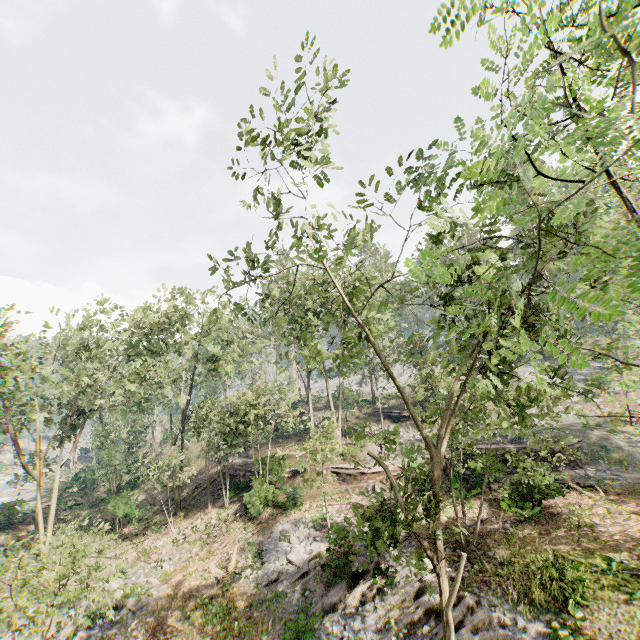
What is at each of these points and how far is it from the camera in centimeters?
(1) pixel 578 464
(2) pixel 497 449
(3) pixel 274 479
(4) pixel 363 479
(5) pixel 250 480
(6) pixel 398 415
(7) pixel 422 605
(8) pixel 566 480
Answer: (1) ground embankment, 2322cm
(2) ground embankment, 2053cm
(3) ground embankment, 2603cm
(4) ground embankment, 2428cm
(5) ground embankment, 2761cm
(6) ground embankment, 3694cm
(7) foliage, 1303cm
(8) foliage, 2033cm

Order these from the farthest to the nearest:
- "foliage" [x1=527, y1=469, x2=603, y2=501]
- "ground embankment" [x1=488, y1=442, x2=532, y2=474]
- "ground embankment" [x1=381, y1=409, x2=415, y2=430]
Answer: "ground embankment" [x1=381, y1=409, x2=415, y2=430]
"ground embankment" [x1=488, y1=442, x2=532, y2=474]
"foliage" [x1=527, y1=469, x2=603, y2=501]

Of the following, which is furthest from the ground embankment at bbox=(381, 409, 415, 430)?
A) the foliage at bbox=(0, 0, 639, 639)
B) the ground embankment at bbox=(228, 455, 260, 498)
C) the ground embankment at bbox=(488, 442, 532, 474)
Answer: the ground embankment at bbox=(228, 455, 260, 498)

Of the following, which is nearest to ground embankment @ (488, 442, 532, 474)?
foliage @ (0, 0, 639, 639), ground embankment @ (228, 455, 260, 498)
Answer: foliage @ (0, 0, 639, 639)

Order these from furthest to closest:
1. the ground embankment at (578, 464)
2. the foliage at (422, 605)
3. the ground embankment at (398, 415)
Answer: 1. the ground embankment at (398, 415)
2. the ground embankment at (578, 464)
3. the foliage at (422, 605)

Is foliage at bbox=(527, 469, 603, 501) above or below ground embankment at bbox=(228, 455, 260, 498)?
below

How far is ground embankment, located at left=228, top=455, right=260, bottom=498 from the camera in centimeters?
2450cm

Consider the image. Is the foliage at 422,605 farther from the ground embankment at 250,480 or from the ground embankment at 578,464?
the ground embankment at 578,464
